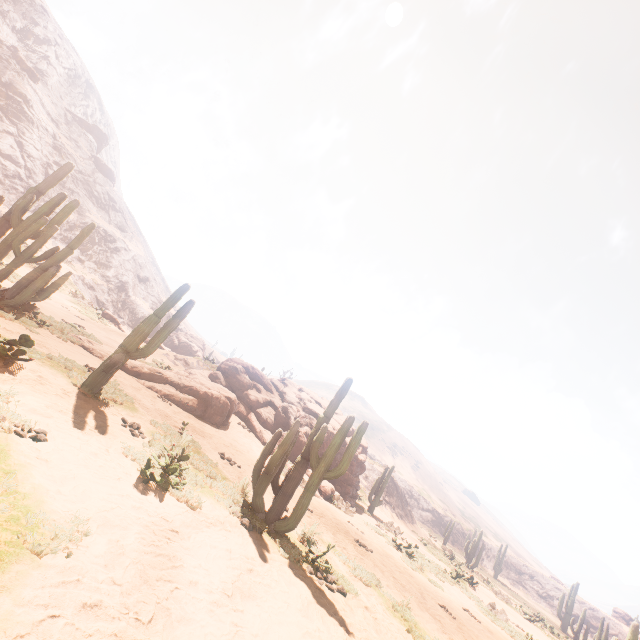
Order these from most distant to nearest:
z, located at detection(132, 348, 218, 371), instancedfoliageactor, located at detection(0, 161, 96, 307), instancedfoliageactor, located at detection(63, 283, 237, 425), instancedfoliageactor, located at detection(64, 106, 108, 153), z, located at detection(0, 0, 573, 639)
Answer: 1. instancedfoliageactor, located at detection(64, 106, 108, 153)
2. z, located at detection(132, 348, 218, 371)
3. instancedfoliageactor, located at detection(0, 161, 96, 307)
4. instancedfoliageactor, located at detection(63, 283, 237, 425)
5. z, located at detection(0, 0, 573, 639)

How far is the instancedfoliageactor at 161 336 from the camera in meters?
8.0

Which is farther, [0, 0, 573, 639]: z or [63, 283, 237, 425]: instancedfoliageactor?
[63, 283, 237, 425]: instancedfoliageactor

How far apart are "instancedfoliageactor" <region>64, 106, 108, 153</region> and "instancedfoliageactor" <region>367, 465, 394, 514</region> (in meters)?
69.99

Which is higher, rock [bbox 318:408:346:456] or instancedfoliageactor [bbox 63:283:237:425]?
rock [bbox 318:408:346:456]

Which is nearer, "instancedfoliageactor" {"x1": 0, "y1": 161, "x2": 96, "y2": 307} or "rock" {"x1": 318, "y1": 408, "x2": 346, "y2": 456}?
"instancedfoliageactor" {"x1": 0, "y1": 161, "x2": 96, "y2": 307}

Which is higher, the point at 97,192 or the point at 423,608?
the point at 97,192

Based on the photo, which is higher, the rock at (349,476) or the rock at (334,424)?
the rock at (334,424)
